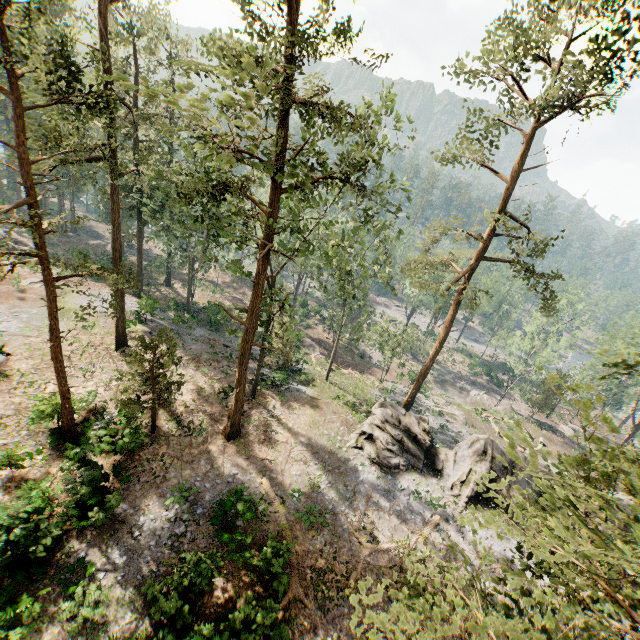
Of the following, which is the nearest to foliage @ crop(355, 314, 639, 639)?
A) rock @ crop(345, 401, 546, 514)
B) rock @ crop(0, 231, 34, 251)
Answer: rock @ crop(345, 401, 546, 514)

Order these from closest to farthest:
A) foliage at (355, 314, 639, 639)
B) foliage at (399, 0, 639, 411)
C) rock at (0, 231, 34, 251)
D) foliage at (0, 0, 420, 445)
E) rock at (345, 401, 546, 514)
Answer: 1. foliage at (355, 314, 639, 639)
2. foliage at (0, 0, 420, 445)
3. foliage at (399, 0, 639, 411)
4. rock at (345, 401, 546, 514)
5. rock at (0, 231, 34, 251)

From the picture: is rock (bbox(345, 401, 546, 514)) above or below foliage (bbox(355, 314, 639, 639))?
below

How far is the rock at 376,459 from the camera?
23.0m

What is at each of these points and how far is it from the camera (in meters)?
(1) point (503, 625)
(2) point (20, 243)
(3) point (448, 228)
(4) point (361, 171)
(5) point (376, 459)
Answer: (1) foliage, 5.98
(2) rock, 40.03
(3) foliage, 24.45
(4) foliage, 15.19
(5) rock, 23.45

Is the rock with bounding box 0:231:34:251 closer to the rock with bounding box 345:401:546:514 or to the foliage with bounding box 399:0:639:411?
the foliage with bounding box 399:0:639:411

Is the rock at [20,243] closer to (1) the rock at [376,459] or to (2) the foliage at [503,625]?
(2) the foliage at [503,625]
